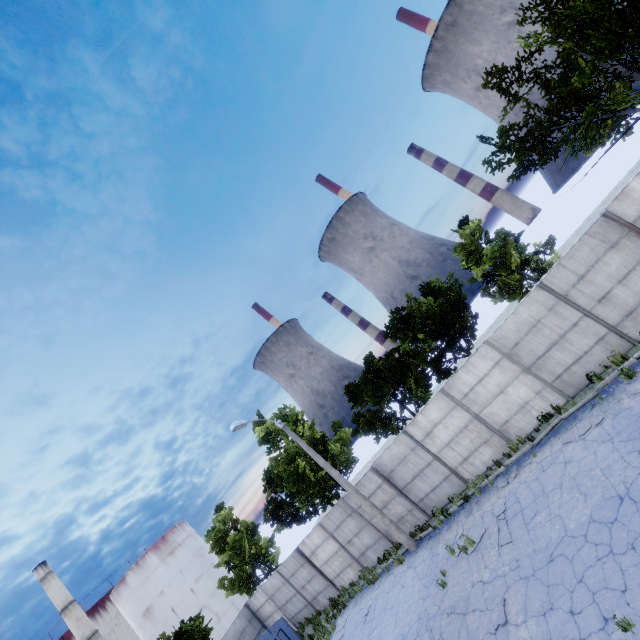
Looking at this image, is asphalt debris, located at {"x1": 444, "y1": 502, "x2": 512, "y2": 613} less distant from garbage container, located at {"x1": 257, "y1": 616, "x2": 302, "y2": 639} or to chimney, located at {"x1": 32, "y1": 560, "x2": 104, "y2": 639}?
garbage container, located at {"x1": 257, "y1": 616, "x2": 302, "y2": 639}

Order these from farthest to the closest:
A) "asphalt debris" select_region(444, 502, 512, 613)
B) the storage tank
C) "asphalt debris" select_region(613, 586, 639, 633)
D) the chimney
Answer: the storage tank, the chimney, "asphalt debris" select_region(444, 502, 512, 613), "asphalt debris" select_region(613, 586, 639, 633)

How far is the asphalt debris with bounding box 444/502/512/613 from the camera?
10.2m

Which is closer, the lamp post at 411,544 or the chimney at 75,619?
the lamp post at 411,544

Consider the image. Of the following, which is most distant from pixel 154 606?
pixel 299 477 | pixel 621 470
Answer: pixel 621 470

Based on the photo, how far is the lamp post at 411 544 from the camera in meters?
15.3

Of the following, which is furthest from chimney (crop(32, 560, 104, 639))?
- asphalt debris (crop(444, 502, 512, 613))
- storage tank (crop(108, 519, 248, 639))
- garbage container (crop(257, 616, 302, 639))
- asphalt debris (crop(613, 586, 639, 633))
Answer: asphalt debris (crop(613, 586, 639, 633))
